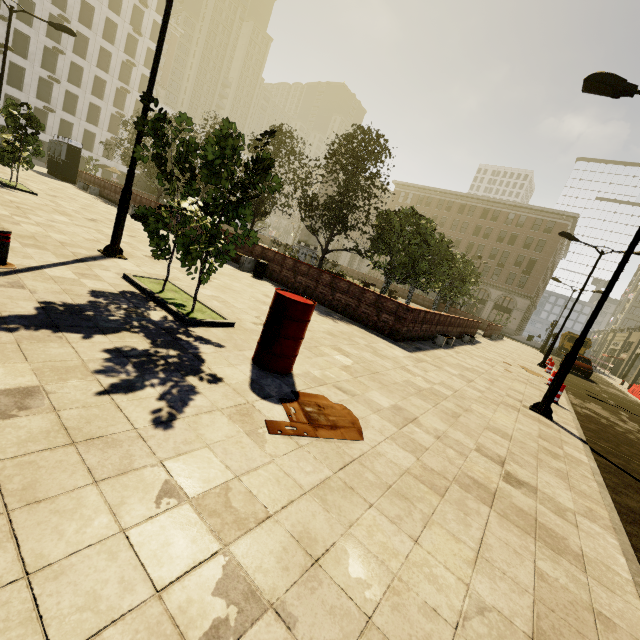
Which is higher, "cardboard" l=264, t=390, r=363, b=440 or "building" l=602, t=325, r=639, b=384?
"building" l=602, t=325, r=639, b=384

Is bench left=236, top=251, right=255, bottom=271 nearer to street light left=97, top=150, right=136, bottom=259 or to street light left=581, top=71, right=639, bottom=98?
street light left=97, top=150, right=136, bottom=259

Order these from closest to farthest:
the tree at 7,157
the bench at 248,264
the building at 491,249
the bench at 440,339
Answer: the tree at 7,157 → the bench at 440,339 → the bench at 248,264 → the building at 491,249

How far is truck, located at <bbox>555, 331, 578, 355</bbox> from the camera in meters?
40.8 m

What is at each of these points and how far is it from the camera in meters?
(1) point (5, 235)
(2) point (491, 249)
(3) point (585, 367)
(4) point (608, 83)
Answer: (1) metal bar, 4.7 m
(2) building, 53.7 m
(3) car, 23.2 m
(4) street light, 7.5 m

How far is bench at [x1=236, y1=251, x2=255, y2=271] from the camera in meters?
13.6

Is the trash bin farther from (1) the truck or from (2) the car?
(1) the truck

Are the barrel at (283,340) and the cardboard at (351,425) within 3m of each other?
yes
